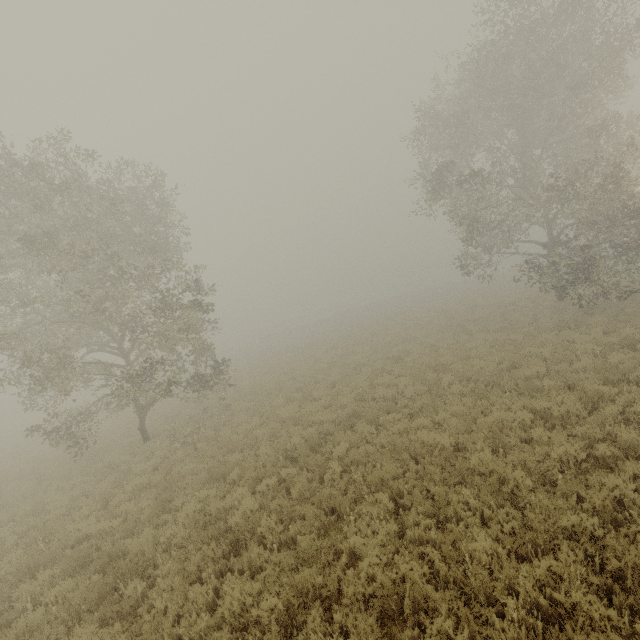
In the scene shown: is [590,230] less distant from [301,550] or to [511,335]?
[511,335]
